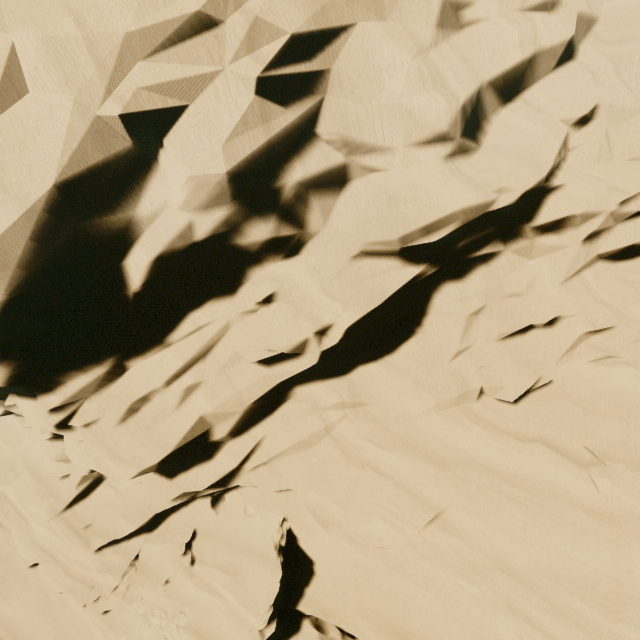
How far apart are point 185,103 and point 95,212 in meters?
2.4 m
